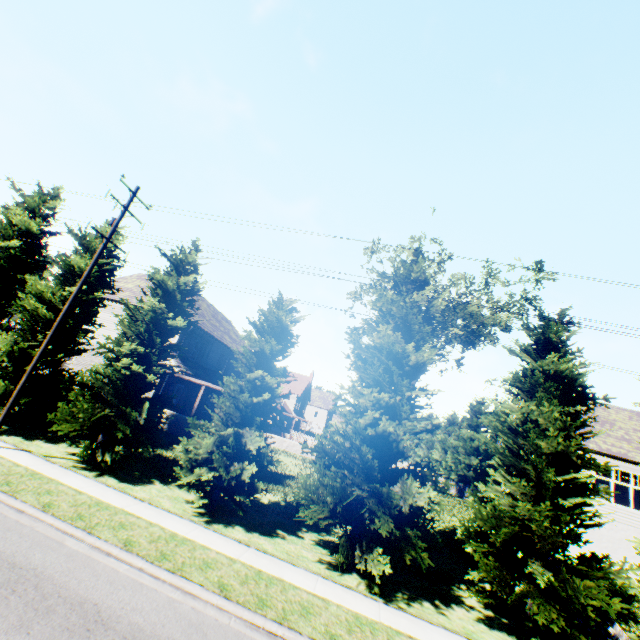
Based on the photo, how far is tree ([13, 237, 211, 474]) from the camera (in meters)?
12.92

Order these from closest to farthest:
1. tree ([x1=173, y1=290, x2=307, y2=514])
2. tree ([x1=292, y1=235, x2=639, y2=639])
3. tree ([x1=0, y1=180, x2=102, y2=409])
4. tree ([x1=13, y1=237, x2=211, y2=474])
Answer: tree ([x1=292, y1=235, x2=639, y2=639]), tree ([x1=173, y1=290, x2=307, y2=514]), tree ([x1=13, y1=237, x2=211, y2=474]), tree ([x1=0, y1=180, x2=102, y2=409])

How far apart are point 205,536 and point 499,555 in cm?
928

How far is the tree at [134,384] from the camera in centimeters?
1292cm

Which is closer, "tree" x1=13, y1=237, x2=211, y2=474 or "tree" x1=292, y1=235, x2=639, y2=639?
"tree" x1=292, y1=235, x2=639, y2=639

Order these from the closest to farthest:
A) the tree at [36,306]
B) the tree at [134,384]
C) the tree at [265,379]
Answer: the tree at [265,379] < the tree at [134,384] < the tree at [36,306]
